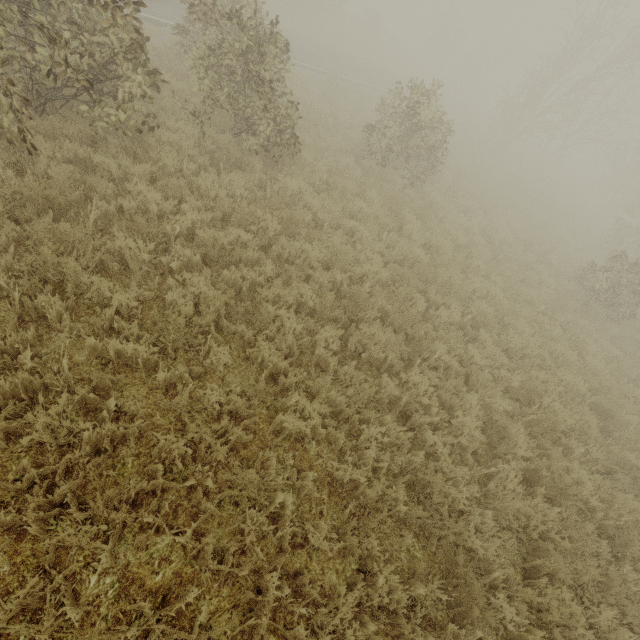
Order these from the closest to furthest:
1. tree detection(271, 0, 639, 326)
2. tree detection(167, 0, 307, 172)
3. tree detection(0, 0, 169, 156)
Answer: tree detection(0, 0, 169, 156)
tree detection(167, 0, 307, 172)
tree detection(271, 0, 639, 326)

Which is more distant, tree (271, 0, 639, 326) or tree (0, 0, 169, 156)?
tree (271, 0, 639, 326)

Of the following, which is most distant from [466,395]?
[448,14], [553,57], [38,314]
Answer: [448,14]

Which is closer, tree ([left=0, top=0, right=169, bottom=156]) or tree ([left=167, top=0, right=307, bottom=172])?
tree ([left=0, top=0, right=169, bottom=156])

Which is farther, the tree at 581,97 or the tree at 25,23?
the tree at 581,97
